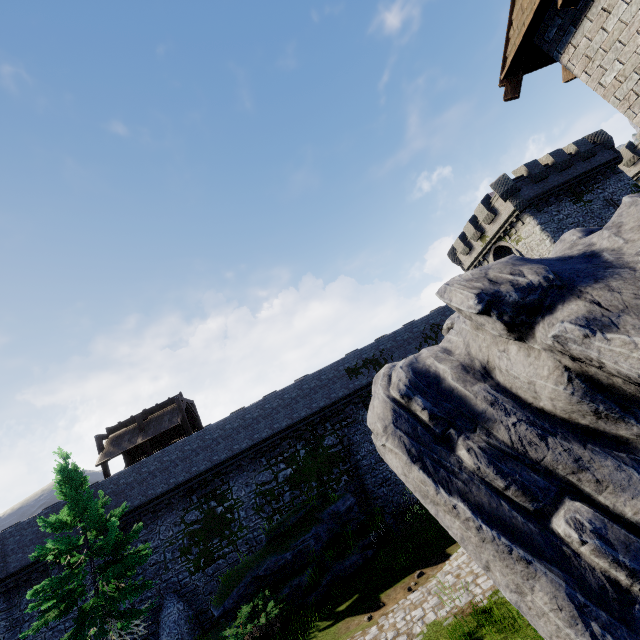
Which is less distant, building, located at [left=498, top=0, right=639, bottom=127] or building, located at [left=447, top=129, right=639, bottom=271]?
building, located at [left=498, top=0, right=639, bottom=127]

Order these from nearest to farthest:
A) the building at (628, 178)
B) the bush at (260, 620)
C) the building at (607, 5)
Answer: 1. the building at (607, 5)
2. the bush at (260, 620)
3. the building at (628, 178)

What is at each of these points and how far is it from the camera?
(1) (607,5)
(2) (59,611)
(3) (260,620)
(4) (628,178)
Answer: (1) building, 5.35m
(2) tree, 12.36m
(3) bush, 12.18m
(4) building, 26.33m

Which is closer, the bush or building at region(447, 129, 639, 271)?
the bush

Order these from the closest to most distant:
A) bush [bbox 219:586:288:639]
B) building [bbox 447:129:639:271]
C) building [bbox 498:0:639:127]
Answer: building [bbox 498:0:639:127]
bush [bbox 219:586:288:639]
building [bbox 447:129:639:271]

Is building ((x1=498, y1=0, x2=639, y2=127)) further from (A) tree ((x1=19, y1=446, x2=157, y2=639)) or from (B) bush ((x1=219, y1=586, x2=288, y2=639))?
(A) tree ((x1=19, y1=446, x2=157, y2=639))

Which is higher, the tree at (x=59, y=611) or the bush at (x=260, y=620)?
the tree at (x=59, y=611)

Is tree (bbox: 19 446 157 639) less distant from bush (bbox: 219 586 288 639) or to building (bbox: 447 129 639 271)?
bush (bbox: 219 586 288 639)
